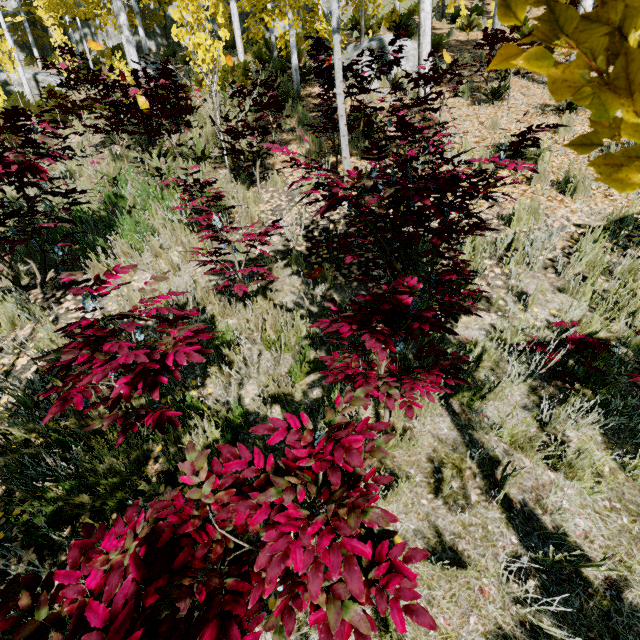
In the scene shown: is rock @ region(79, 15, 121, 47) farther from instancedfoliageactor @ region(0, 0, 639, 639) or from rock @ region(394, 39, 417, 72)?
rock @ region(394, 39, 417, 72)

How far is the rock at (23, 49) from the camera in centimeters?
2172cm

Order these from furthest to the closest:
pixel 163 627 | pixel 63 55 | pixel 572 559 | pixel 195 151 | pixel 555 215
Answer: pixel 63 55, pixel 195 151, pixel 555 215, pixel 572 559, pixel 163 627

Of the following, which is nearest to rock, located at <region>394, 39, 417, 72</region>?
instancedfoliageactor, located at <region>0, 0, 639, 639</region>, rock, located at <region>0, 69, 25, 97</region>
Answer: instancedfoliageactor, located at <region>0, 0, 639, 639</region>

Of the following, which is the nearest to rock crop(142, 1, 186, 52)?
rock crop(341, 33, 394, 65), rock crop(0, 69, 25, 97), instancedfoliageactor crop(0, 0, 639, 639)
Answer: instancedfoliageactor crop(0, 0, 639, 639)

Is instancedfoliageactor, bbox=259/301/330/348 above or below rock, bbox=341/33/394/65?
below

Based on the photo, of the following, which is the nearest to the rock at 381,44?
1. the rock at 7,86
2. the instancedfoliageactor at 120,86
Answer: the instancedfoliageactor at 120,86

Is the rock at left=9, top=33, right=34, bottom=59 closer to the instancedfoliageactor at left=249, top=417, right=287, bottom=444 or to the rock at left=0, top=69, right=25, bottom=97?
the instancedfoliageactor at left=249, top=417, right=287, bottom=444
